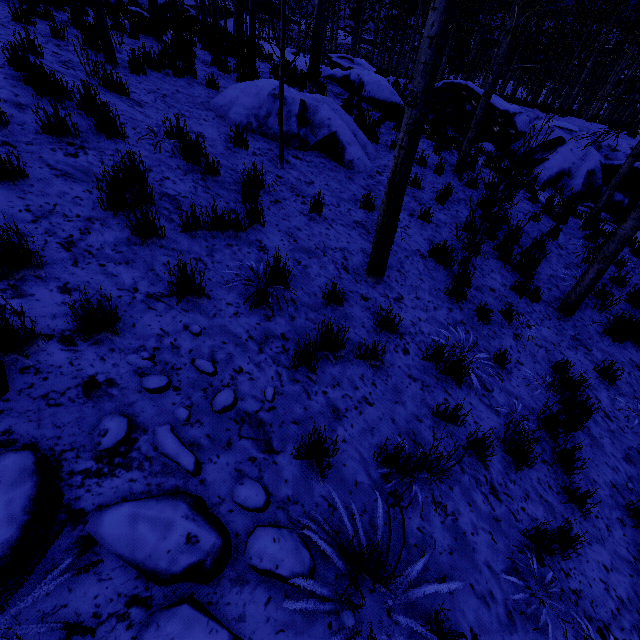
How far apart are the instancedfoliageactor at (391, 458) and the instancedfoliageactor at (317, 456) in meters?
0.4

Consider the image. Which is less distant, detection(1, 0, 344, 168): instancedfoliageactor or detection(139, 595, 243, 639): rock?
detection(139, 595, 243, 639): rock

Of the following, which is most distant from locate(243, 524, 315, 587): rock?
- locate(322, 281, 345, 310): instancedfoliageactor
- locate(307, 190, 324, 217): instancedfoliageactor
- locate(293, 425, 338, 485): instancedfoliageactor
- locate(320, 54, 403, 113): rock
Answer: locate(320, 54, 403, 113): rock

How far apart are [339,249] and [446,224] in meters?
3.3 m

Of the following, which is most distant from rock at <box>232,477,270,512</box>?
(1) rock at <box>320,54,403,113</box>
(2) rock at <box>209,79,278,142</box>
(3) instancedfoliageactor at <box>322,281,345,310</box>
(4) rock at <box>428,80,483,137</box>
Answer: (4) rock at <box>428,80,483,137</box>

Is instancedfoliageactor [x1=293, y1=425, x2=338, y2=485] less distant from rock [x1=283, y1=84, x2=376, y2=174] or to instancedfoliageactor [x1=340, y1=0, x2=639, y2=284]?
instancedfoliageactor [x1=340, y1=0, x2=639, y2=284]

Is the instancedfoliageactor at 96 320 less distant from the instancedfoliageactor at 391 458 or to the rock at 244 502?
the rock at 244 502

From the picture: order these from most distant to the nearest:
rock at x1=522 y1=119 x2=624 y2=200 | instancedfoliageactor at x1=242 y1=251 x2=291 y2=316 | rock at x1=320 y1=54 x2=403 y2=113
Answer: rock at x1=522 y1=119 x2=624 y2=200 → rock at x1=320 y1=54 x2=403 y2=113 → instancedfoliageactor at x1=242 y1=251 x2=291 y2=316
